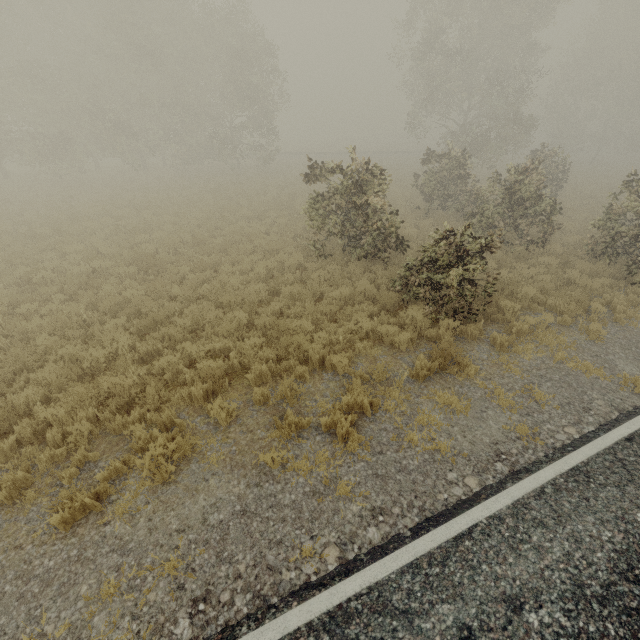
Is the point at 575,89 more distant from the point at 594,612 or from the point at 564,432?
the point at 594,612

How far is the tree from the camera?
10.22m

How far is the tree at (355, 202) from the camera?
10.2m
